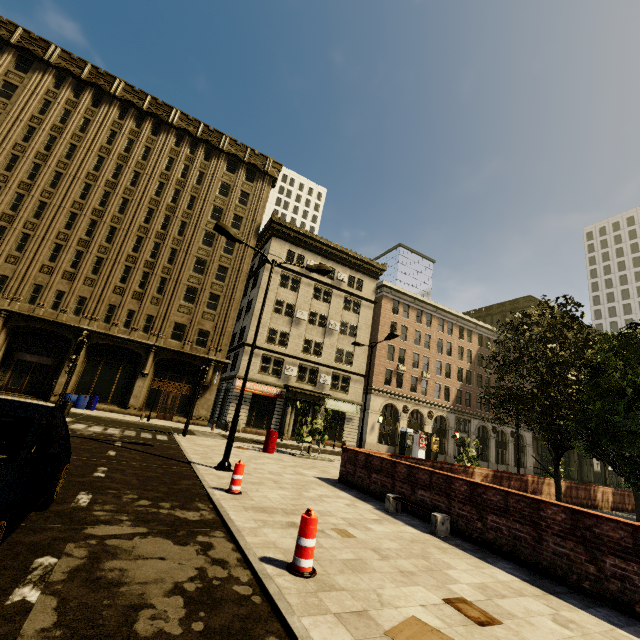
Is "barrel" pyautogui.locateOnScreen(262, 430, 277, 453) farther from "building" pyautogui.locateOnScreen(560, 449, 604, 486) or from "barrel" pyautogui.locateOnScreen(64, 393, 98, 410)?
"barrel" pyautogui.locateOnScreen(64, 393, 98, 410)

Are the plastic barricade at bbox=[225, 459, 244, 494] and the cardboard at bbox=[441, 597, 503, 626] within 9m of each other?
yes

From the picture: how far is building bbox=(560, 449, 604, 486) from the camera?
51.7m

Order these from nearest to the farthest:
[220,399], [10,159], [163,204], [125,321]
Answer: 1. [10,159]
2. [125,321]
3. [163,204]
4. [220,399]

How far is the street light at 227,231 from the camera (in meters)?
10.12

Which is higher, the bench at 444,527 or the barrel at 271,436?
the barrel at 271,436

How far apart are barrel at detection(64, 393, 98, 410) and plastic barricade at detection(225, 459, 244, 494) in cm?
2156

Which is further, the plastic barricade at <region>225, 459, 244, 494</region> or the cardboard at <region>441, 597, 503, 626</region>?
the plastic barricade at <region>225, 459, 244, 494</region>
